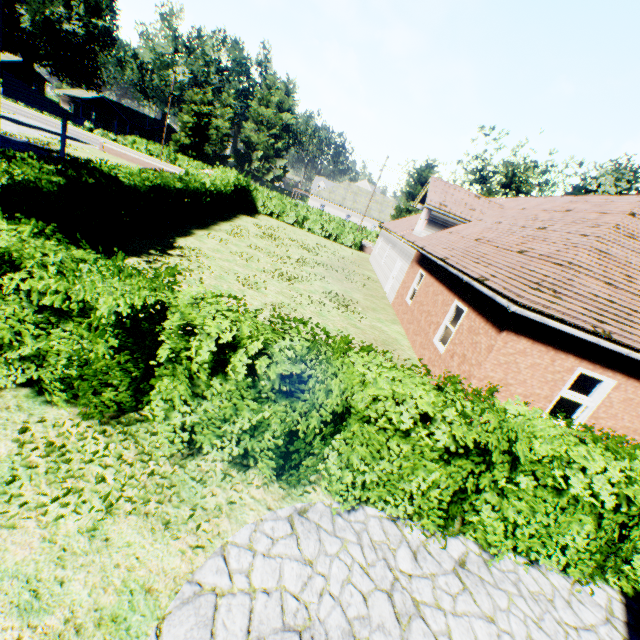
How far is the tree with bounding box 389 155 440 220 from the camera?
30.37m

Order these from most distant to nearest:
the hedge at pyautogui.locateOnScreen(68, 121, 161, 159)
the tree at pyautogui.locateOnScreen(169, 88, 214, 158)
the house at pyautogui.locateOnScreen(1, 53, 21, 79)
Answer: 1. the house at pyautogui.locateOnScreen(1, 53, 21, 79)
2. the tree at pyautogui.locateOnScreen(169, 88, 214, 158)
3. the hedge at pyautogui.locateOnScreen(68, 121, 161, 159)

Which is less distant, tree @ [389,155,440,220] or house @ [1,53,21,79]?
tree @ [389,155,440,220]

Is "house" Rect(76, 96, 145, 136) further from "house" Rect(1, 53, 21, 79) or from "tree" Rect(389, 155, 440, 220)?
"house" Rect(1, 53, 21, 79)

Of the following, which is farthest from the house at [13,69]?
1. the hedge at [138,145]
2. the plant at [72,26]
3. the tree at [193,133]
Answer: the tree at [193,133]

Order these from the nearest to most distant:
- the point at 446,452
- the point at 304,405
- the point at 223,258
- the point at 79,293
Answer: the point at 79,293, the point at 304,405, the point at 446,452, the point at 223,258

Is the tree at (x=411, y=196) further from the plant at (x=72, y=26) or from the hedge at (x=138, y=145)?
the plant at (x=72, y=26)

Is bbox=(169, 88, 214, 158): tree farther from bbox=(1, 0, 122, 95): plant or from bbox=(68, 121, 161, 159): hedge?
bbox=(1, 0, 122, 95): plant
